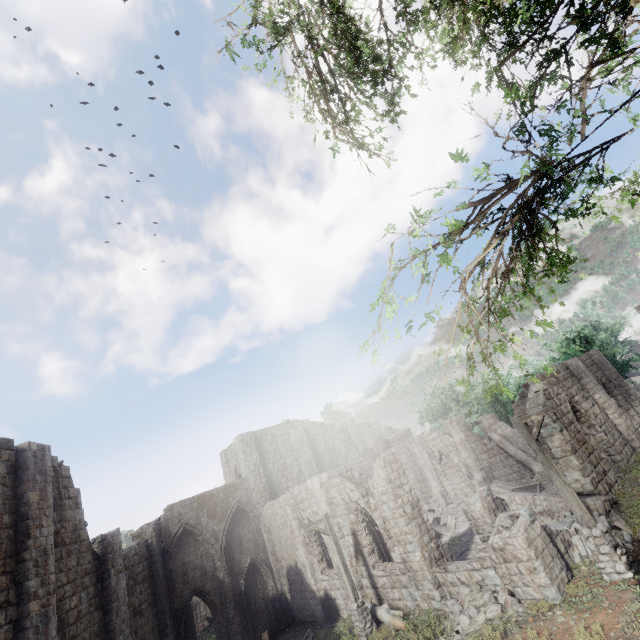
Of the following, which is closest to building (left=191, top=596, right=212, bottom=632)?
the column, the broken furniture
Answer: the broken furniture

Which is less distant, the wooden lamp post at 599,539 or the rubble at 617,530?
the wooden lamp post at 599,539

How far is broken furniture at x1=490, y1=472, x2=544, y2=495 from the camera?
19.72m

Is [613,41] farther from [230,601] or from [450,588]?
[230,601]

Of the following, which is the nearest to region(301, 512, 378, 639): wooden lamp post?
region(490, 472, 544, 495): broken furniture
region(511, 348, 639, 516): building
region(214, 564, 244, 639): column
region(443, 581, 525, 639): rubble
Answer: region(511, 348, 639, 516): building

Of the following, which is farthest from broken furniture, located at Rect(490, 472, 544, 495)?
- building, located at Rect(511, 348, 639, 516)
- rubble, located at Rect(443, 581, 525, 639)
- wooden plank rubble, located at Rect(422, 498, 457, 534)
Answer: rubble, located at Rect(443, 581, 525, 639)

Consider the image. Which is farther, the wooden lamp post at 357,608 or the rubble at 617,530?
the wooden lamp post at 357,608

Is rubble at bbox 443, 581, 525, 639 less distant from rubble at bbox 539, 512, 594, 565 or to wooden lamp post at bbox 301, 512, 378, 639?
rubble at bbox 539, 512, 594, 565
